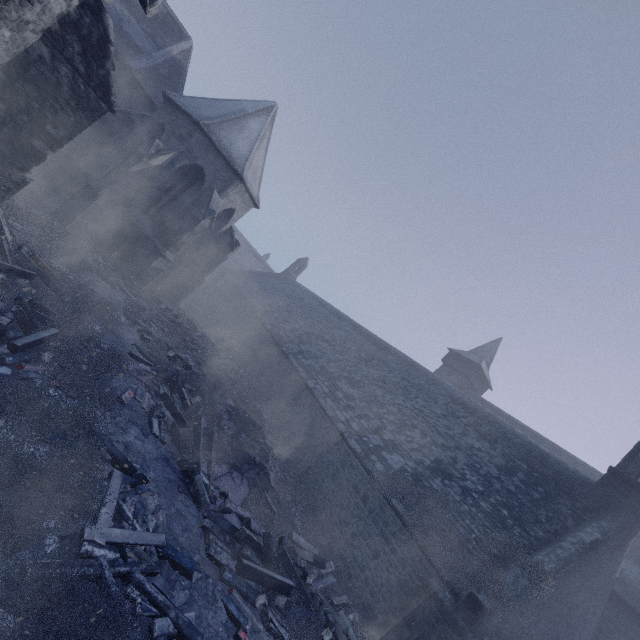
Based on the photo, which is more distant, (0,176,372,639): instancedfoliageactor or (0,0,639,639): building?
(0,0,639,639): building

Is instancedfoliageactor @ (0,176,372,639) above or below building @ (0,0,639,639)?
below

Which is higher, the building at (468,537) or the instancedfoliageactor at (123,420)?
the building at (468,537)

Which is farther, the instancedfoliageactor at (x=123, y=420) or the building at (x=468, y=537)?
the building at (x=468, y=537)

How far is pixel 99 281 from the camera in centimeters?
1260cm
